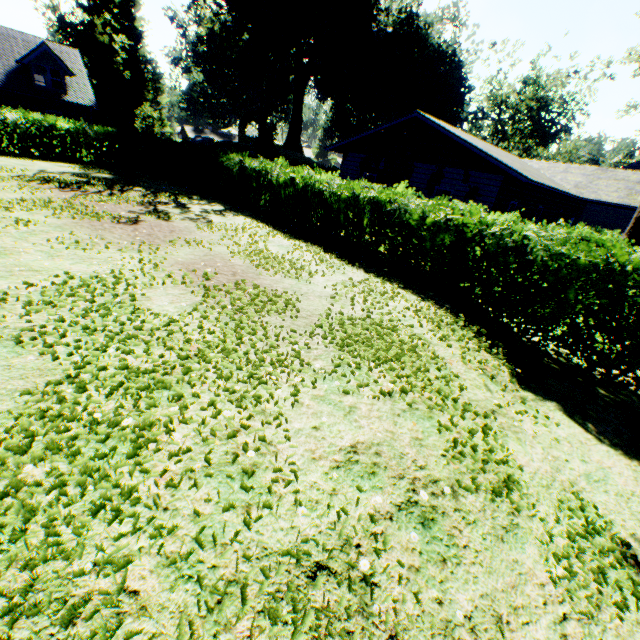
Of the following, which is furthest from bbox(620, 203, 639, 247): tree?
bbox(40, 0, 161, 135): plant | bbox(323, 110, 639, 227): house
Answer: bbox(40, 0, 161, 135): plant

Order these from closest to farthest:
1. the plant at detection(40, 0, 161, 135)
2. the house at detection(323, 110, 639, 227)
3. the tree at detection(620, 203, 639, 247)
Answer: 1. the tree at detection(620, 203, 639, 247)
2. the house at detection(323, 110, 639, 227)
3. the plant at detection(40, 0, 161, 135)

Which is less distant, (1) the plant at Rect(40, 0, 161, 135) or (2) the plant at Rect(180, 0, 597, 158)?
(2) the plant at Rect(180, 0, 597, 158)

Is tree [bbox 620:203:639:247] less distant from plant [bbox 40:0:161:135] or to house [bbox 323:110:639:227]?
house [bbox 323:110:639:227]

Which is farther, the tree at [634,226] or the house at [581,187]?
the house at [581,187]

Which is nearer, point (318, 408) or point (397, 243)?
point (318, 408)

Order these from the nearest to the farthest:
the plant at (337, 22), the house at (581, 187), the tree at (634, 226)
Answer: the tree at (634, 226) < the house at (581, 187) < the plant at (337, 22)
